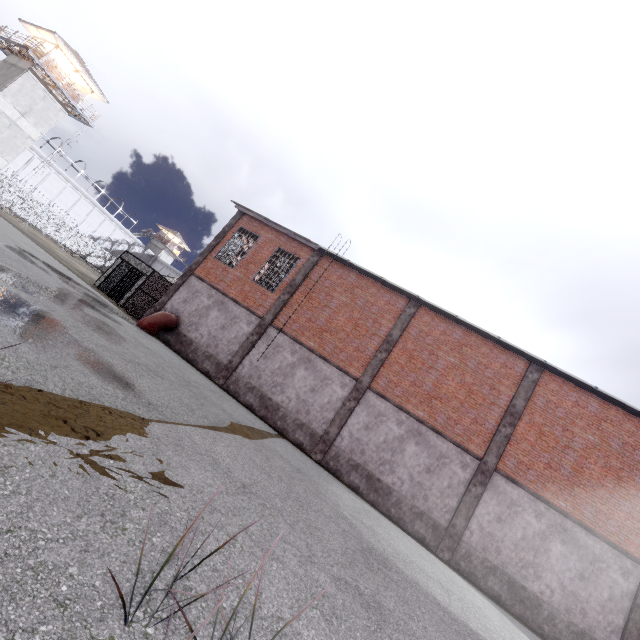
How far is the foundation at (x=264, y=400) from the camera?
14.46m

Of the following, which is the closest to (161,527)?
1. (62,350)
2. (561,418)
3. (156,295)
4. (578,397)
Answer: (62,350)

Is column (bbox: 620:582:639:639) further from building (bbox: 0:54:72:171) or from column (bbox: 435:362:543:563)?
building (bbox: 0:54:72:171)

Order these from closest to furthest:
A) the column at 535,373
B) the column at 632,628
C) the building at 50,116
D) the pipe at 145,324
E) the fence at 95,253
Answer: the column at 632,628
the column at 535,373
the pipe at 145,324
the building at 50,116
the fence at 95,253

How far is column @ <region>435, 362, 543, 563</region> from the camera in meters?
12.4 m

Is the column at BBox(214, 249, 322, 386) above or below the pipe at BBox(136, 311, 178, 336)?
above

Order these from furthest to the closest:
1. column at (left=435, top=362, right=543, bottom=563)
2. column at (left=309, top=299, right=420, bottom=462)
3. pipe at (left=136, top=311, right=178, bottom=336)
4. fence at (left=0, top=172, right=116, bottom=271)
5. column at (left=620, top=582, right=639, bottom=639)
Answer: fence at (left=0, top=172, right=116, bottom=271) < pipe at (left=136, top=311, right=178, bottom=336) < column at (left=309, top=299, right=420, bottom=462) < column at (left=435, top=362, right=543, bottom=563) < column at (left=620, top=582, right=639, bottom=639)

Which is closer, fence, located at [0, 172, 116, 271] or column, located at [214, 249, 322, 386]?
column, located at [214, 249, 322, 386]
